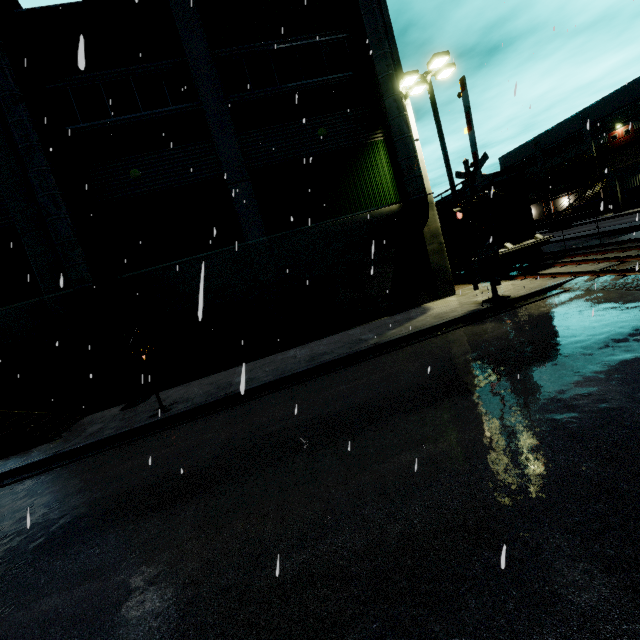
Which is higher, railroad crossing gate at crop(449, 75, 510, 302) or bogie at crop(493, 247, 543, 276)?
railroad crossing gate at crop(449, 75, 510, 302)

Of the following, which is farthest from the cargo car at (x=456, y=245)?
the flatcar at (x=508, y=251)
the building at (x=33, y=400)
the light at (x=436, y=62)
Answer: the light at (x=436, y=62)

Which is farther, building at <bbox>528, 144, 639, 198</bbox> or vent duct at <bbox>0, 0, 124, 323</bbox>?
building at <bbox>528, 144, 639, 198</bbox>

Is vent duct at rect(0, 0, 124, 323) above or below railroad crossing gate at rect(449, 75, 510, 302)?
above

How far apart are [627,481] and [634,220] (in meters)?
35.47

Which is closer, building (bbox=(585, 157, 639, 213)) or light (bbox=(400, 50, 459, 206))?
light (bbox=(400, 50, 459, 206))

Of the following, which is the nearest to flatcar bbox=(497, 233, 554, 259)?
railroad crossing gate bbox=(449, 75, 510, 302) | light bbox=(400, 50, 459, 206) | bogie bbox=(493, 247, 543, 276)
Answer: bogie bbox=(493, 247, 543, 276)

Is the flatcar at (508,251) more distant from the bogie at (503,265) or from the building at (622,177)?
the building at (622,177)
